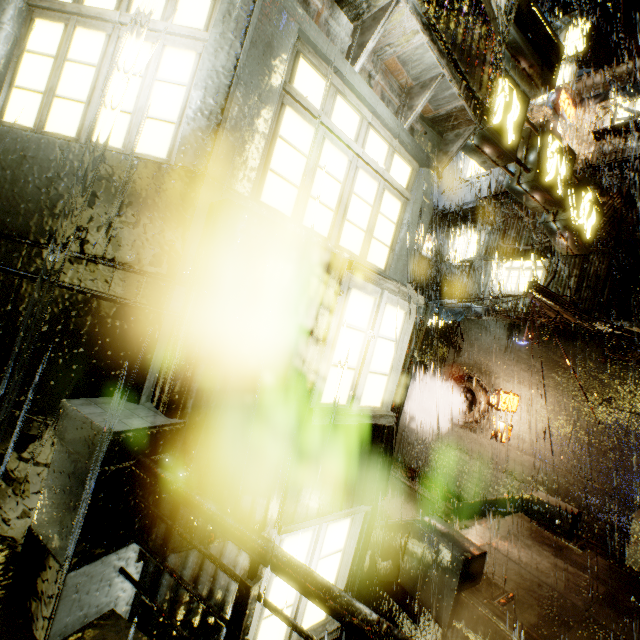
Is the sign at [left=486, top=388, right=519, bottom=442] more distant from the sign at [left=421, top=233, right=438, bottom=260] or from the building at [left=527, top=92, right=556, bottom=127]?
the sign at [left=421, top=233, right=438, bottom=260]

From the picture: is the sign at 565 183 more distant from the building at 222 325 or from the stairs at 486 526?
the stairs at 486 526

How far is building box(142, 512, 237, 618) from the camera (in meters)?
2.68

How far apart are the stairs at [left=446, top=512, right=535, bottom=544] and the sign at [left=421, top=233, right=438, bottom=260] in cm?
1326

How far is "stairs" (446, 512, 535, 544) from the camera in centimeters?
823cm

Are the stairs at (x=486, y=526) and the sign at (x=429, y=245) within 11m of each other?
no

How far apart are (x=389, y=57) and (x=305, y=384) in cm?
449
